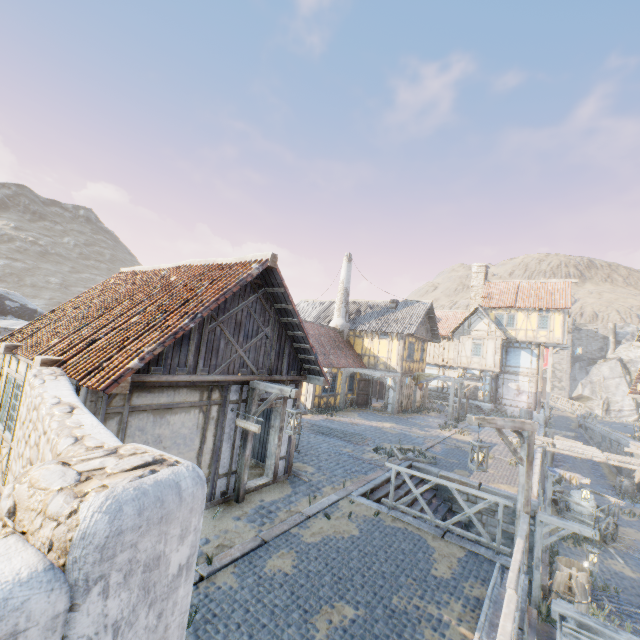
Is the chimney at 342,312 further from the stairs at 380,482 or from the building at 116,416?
the stairs at 380,482

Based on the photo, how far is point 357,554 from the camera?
6.43m

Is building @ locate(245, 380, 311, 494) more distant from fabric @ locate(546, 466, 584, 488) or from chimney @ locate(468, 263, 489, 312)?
chimney @ locate(468, 263, 489, 312)

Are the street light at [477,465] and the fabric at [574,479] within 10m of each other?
no

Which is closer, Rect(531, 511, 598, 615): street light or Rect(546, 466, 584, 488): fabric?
Rect(531, 511, 598, 615): street light

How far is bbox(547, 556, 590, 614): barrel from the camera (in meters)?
9.78

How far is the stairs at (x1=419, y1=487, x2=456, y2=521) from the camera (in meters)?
10.87

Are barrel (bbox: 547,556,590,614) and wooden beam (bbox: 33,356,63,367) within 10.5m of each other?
no
